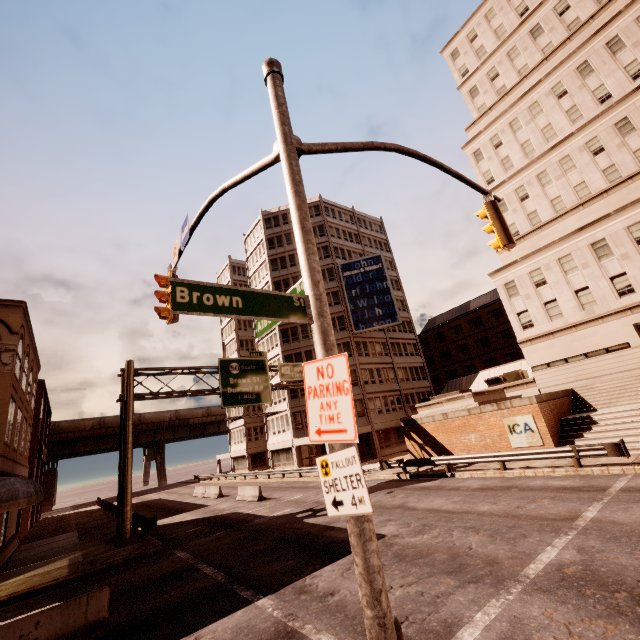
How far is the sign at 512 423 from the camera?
18.77m

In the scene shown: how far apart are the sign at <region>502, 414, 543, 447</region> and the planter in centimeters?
255cm

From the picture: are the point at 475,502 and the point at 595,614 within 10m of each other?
yes

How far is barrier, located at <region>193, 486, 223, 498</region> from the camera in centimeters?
3023cm

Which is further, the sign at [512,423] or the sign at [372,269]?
the sign at [372,269]

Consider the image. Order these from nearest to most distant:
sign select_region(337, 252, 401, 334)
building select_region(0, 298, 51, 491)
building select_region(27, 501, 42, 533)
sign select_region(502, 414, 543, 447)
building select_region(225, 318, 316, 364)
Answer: building select_region(0, 298, 51, 491), sign select_region(502, 414, 543, 447), building select_region(27, 501, 42, 533), sign select_region(337, 252, 401, 334), building select_region(225, 318, 316, 364)

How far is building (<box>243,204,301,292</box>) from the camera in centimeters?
4678cm

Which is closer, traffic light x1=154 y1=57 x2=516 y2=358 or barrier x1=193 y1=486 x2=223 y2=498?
traffic light x1=154 y1=57 x2=516 y2=358
